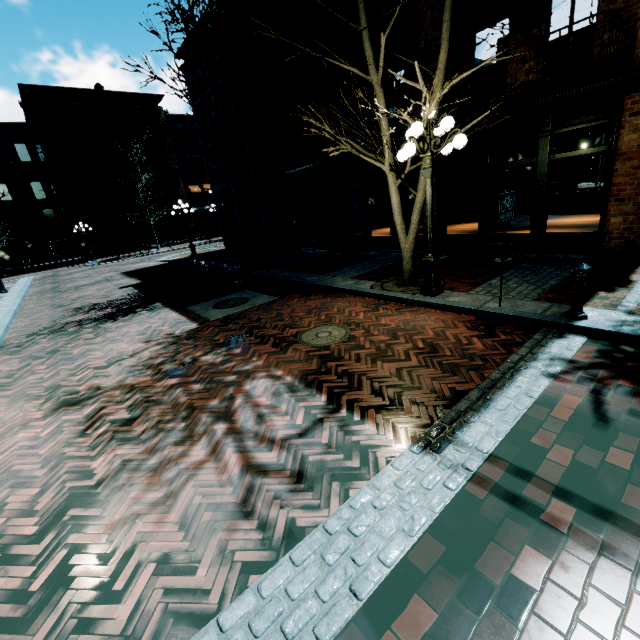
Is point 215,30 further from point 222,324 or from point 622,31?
point 622,31

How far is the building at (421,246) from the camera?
11.2 meters

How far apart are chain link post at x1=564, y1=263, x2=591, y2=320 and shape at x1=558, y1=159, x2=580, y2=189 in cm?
1504

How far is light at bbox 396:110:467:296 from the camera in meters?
5.8 m

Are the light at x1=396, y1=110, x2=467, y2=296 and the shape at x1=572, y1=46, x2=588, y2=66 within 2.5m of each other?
no

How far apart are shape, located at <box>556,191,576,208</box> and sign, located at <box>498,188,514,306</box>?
14.6m

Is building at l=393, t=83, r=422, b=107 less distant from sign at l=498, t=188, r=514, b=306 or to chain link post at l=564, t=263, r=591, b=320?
sign at l=498, t=188, r=514, b=306
